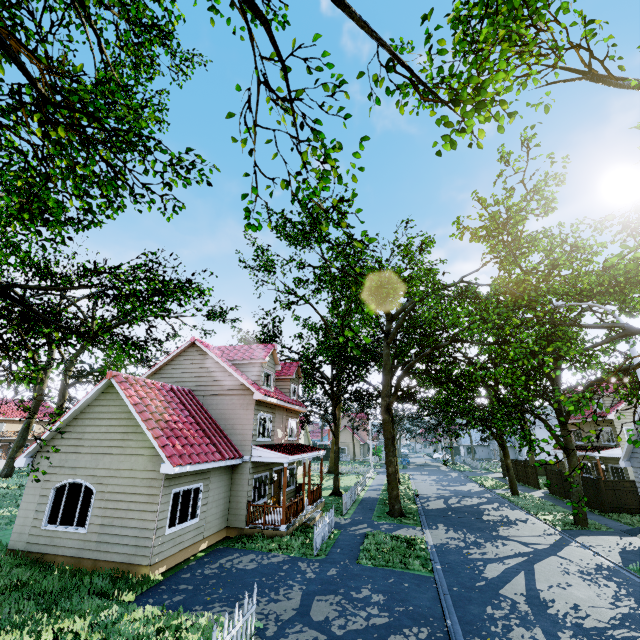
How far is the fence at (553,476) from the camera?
26.3m

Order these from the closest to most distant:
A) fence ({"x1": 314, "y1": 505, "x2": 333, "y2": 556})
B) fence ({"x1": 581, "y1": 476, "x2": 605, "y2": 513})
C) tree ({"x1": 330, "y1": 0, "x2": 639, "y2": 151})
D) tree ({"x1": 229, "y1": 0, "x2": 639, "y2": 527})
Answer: tree ({"x1": 330, "y1": 0, "x2": 639, "y2": 151})
tree ({"x1": 229, "y1": 0, "x2": 639, "y2": 527})
fence ({"x1": 314, "y1": 505, "x2": 333, "y2": 556})
fence ({"x1": 581, "y1": 476, "x2": 605, "y2": 513})

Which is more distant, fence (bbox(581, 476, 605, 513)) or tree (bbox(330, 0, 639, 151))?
fence (bbox(581, 476, 605, 513))

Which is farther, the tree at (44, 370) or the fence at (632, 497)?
the fence at (632, 497)

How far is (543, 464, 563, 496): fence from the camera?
26.3m

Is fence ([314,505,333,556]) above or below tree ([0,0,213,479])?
below

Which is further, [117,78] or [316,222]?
[117,78]
